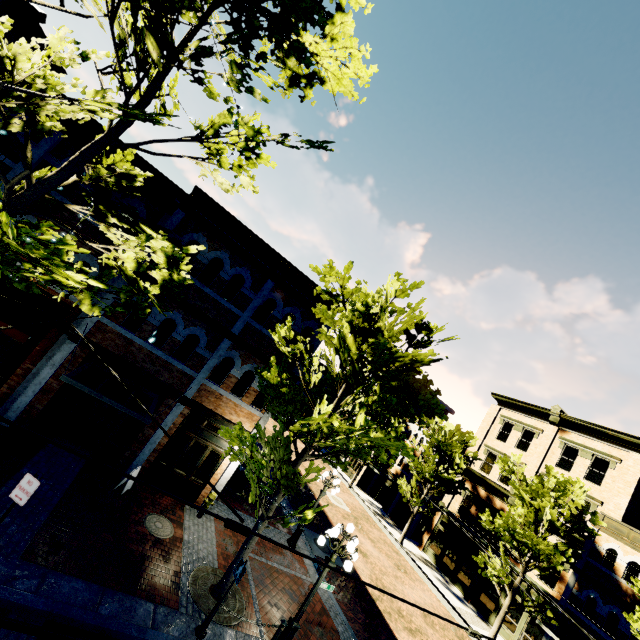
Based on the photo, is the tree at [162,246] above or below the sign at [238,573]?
above

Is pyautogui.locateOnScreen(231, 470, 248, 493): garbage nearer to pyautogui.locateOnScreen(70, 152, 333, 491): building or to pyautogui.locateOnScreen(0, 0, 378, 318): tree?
pyautogui.locateOnScreen(0, 0, 378, 318): tree

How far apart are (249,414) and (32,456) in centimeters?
655cm

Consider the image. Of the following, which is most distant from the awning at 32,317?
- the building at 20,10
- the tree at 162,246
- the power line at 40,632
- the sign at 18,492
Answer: the building at 20,10

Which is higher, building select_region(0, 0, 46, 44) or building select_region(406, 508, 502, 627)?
building select_region(0, 0, 46, 44)

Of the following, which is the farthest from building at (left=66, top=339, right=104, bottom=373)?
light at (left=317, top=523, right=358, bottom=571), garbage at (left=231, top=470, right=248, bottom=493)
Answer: garbage at (left=231, top=470, right=248, bottom=493)

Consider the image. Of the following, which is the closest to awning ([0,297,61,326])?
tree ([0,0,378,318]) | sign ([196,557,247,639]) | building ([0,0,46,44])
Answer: tree ([0,0,378,318])

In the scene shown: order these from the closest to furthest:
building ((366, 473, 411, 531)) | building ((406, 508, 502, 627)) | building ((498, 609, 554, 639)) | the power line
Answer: the power line < building ((498, 609, 554, 639)) < building ((406, 508, 502, 627)) < building ((366, 473, 411, 531))
